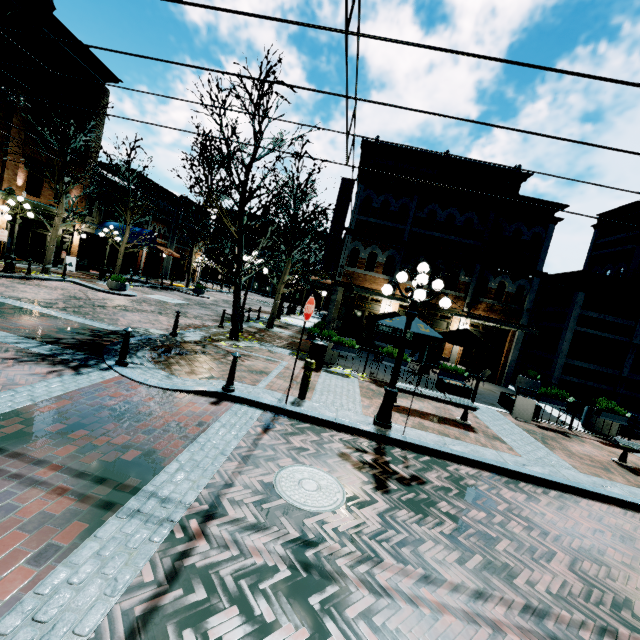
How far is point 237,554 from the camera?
3.1 meters

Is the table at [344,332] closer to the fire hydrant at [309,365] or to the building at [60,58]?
the building at [60,58]

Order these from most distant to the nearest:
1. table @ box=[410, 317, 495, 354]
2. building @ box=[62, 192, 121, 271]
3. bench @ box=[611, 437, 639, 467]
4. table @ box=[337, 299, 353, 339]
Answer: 1. building @ box=[62, 192, 121, 271]
2. table @ box=[337, 299, 353, 339]
3. table @ box=[410, 317, 495, 354]
4. bench @ box=[611, 437, 639, 467]

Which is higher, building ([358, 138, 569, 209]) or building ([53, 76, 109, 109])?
building ([358, 138, 569, 209])

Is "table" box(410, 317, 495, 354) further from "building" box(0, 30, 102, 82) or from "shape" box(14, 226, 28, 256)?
"shape" box(14, 226, 28, 256)

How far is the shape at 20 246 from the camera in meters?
23.1 m

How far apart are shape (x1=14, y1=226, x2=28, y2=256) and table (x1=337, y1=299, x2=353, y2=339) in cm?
2445

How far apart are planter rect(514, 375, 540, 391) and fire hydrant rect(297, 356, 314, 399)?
13.4m
